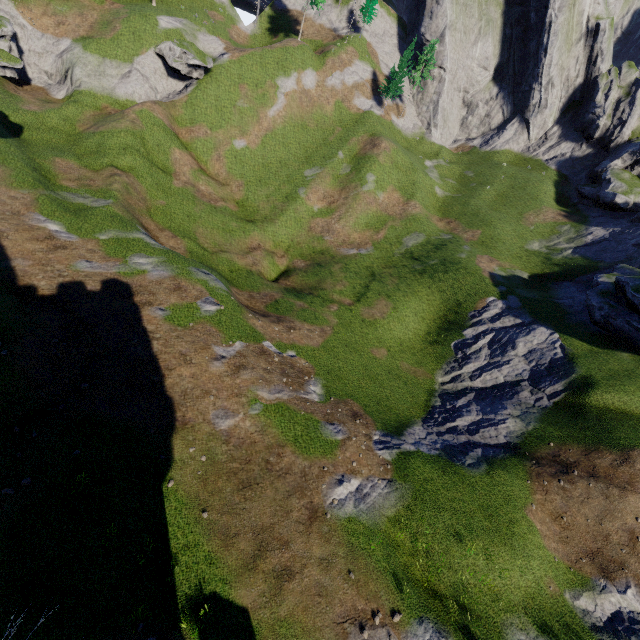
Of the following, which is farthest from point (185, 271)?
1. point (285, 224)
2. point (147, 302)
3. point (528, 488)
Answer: point (528, 488)
